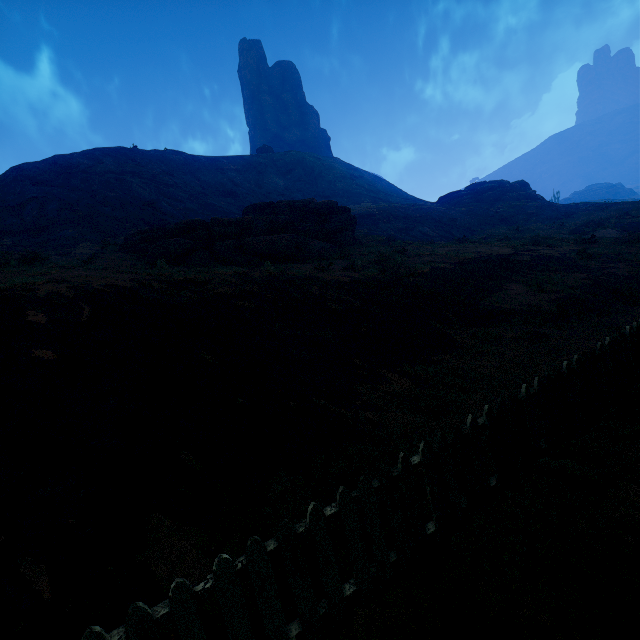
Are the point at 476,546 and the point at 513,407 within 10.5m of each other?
yes

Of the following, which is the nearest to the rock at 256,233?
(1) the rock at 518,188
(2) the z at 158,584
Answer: (2) the z at 158,584

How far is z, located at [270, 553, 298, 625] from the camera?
2.8 meters

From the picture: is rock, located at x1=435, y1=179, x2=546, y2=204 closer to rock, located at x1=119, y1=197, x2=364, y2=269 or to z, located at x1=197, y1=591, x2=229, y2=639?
z, located at x1=197, y1=591, x2=229, y2=639

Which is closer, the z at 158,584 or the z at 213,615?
the z at 213,615

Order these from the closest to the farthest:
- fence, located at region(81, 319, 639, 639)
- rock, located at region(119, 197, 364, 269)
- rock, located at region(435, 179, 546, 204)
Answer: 1. fence, located at region(81, 319, 639, 639)
2. rock, located at region(119, 197, 364, 269)
3. rock, located at region(435, 179, 546, 204)

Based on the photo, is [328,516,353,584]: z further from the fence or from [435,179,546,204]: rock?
[435,179,546,204]: rock

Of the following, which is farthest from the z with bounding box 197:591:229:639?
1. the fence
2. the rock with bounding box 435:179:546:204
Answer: the rock with bounding box 435:179:546:204
